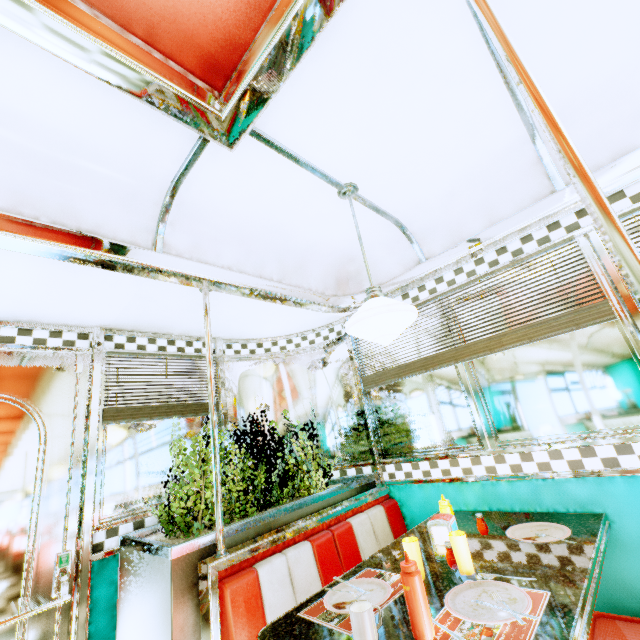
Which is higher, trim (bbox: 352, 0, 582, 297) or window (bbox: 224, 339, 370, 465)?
trim (bbox: 352, 0, 582, 297)

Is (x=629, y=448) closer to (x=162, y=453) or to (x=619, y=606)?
(x=619, y=606)

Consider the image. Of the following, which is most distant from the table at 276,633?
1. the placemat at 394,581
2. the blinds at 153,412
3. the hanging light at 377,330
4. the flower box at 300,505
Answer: the blinds at 153,412

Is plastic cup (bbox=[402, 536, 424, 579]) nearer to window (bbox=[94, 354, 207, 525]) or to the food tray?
the food tray

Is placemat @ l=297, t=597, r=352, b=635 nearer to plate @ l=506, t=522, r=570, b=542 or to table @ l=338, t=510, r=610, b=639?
table @ l=338, t=510, r=610, b=639

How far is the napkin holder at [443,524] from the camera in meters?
1.6 m

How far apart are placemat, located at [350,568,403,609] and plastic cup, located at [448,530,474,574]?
0.3m

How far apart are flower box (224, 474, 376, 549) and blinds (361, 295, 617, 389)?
0.75m
